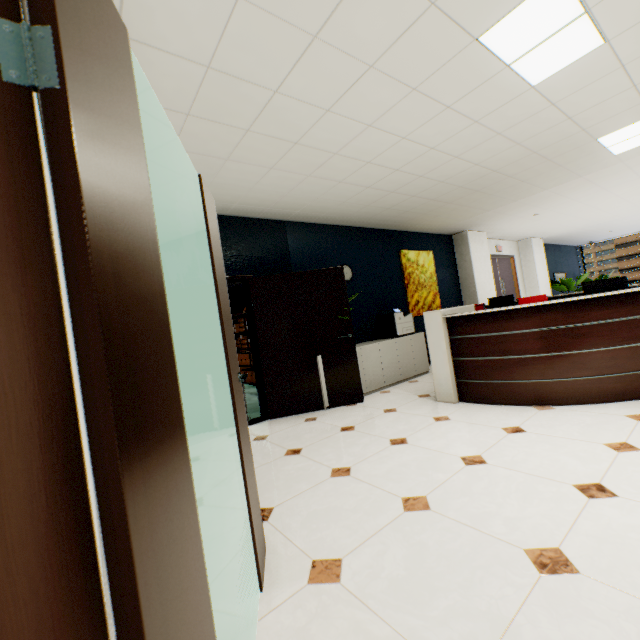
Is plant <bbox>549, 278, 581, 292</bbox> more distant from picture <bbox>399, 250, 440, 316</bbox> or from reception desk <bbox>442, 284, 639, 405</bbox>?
picture <bbox>399, 250, 440, 316</bbox>

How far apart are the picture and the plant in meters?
6.2 m

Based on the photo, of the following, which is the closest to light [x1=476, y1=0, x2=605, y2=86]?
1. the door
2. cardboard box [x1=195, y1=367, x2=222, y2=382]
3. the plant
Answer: the door

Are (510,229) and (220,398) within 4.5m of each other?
no

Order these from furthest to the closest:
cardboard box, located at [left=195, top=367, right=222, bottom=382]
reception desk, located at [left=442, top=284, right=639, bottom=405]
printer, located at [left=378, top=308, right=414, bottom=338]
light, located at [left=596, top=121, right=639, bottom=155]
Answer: cardboard box, located at [left=195, top=367, right=222, bottom=382]
printer, located at [left=378, top=308, right=414, bottom=338]
light, located at [left=596, top=121, right=639, bottom=155]
reception desk, located at [left=442, top=284, right=639, bottom=405]

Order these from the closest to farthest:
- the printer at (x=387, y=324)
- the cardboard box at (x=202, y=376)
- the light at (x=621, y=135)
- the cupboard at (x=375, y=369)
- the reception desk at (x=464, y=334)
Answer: the reception desk at (x=464, y=334) → the light at (x=621, y=135) → the cupboard at (x=375, y=369) → the printer at (x=387, y=324) → the cardboard box at (x=202, y=376)

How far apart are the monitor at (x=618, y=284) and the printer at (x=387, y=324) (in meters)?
2.77

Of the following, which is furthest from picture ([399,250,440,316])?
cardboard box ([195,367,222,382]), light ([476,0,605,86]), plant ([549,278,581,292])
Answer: plant ([549,278,581,292])
